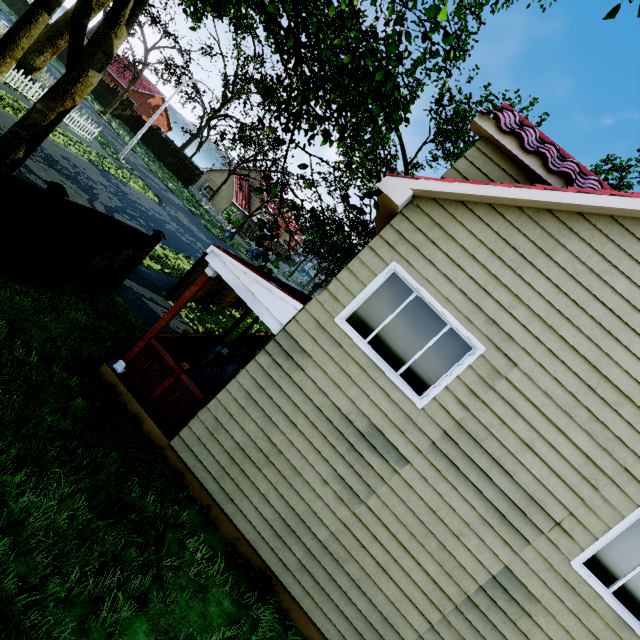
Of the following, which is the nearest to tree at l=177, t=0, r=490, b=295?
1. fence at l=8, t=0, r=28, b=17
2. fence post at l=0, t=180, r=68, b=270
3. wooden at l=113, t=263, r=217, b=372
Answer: fence at l=8, t=0, r=28, b=17

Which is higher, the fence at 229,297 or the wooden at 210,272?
the wooden at 210,272

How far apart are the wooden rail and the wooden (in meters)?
0.04

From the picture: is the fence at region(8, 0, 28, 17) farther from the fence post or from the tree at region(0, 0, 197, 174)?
the tree at region(0, 0, 197, 174)

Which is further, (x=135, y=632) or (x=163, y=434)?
(x=163, y=434)

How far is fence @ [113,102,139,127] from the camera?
40.5m

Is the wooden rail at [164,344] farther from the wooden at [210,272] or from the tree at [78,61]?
the tree at [78,61]
